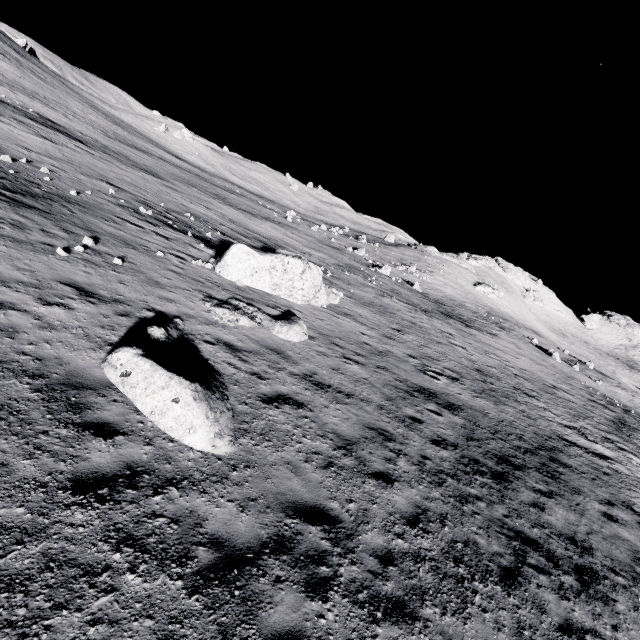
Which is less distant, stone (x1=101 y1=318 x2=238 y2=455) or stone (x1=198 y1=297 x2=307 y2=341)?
stone (x1=101 y1=318 x2=238 y2=455)

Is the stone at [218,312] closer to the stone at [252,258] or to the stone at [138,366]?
the stone at [138,366]

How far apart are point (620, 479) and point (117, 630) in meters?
20.9

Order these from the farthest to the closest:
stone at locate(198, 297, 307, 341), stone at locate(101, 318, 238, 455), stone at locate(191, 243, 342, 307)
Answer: stone at locate(191, 243, 342, 307) < stone at locate(198, 297, 307, 341) < stone at locate(101, 318, 238, 455)

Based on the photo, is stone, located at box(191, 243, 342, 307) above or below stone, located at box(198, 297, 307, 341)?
above

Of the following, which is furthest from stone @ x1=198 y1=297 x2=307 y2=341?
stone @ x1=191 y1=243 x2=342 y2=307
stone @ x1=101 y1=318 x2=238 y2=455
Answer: stone @ x1=191 y1=243 x2=342 y2=307

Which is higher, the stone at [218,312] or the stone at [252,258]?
the stone at [252,258]

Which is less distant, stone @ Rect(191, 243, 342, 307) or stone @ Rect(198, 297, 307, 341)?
stone @ Rect(198, 297, 307, 341)
